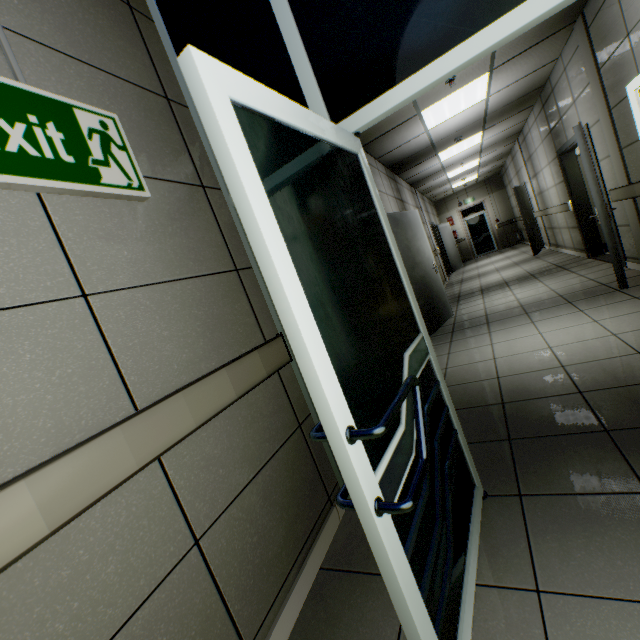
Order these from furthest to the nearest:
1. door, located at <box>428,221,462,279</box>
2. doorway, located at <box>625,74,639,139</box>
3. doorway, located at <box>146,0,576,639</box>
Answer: door, located at <box>428,221,462,279</box> → doorway, located at <box>625,74,639,139</box> → doorway, located at <box>146,0,576,639</box>

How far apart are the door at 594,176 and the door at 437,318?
2.1 meters

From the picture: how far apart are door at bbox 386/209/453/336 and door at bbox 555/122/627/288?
2.1 meters

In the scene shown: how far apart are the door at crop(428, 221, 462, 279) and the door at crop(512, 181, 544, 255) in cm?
264

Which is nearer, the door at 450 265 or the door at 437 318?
the door at 437 318

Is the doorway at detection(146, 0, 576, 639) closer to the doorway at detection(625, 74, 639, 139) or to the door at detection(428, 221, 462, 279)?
the doorway at detection(625, 74, 639, 139)

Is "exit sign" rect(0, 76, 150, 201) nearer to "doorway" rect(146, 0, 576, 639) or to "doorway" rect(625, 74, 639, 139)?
"doorway" rect(146, 0, 576, 639)

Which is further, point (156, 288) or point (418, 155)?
point (418, 155)
